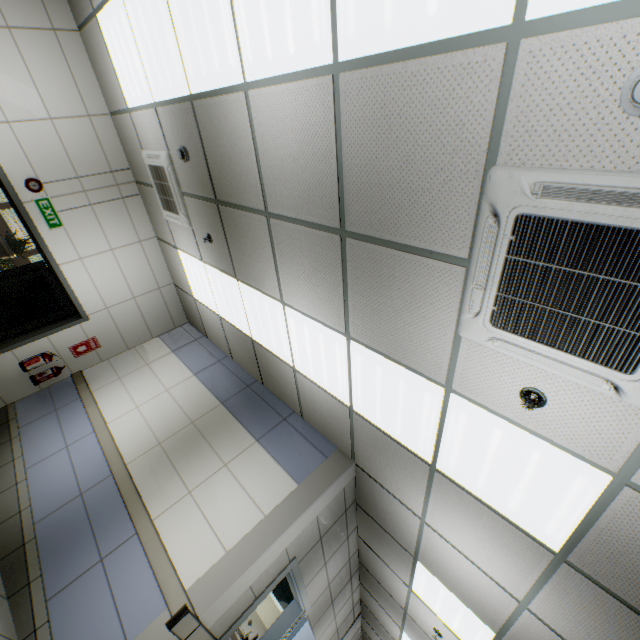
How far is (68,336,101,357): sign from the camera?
5.9m

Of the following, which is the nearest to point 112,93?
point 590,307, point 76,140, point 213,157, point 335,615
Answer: point 76,140

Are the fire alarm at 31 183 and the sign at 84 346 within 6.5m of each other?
yes

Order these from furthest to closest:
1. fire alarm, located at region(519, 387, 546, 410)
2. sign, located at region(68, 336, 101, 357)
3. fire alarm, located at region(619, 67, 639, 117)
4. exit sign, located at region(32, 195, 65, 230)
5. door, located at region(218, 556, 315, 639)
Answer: sign, located at region(68, 336, 101, 357) < exit sign, located at region(32, 195, 65, 230) < door, located at region(218, 556, 315, 639) < fire alarm, located at region(519, 387, 546, 410) < fire alarm, located at region(619, 67, 639, 117)

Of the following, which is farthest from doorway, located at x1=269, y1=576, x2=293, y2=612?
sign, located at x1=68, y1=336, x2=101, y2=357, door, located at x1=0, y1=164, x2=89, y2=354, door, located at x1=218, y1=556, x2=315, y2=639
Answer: door, located at x1=0, y1=164, x2=89, y2=354

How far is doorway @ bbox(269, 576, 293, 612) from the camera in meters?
7.6 m

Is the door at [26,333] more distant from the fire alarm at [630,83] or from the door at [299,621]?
the fire alarm at [630,83]

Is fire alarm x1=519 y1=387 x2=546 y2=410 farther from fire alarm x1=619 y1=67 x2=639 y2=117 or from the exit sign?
the exit sign
